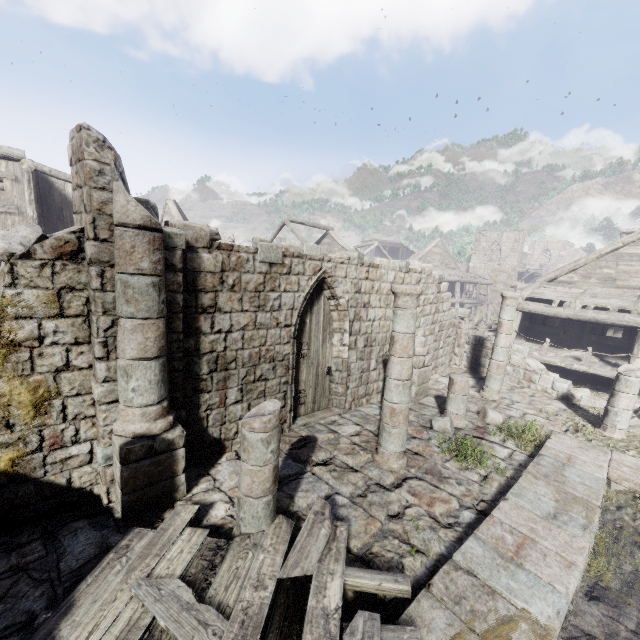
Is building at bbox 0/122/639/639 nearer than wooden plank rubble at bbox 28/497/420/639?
No

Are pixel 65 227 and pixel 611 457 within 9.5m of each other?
no

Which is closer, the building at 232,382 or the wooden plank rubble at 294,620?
the wooden plank rubble at 294,620
